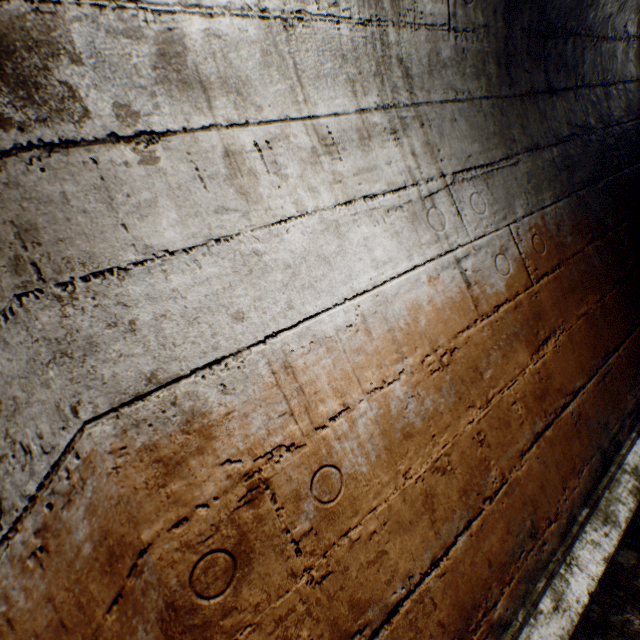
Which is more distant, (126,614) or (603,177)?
(603,177)
